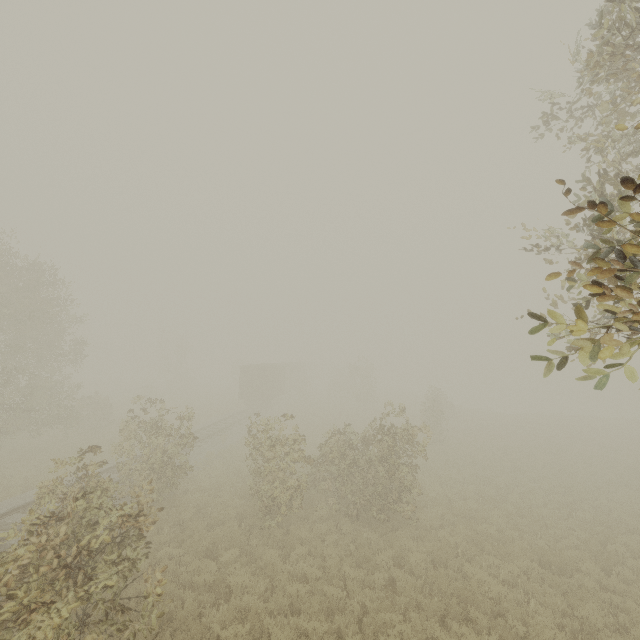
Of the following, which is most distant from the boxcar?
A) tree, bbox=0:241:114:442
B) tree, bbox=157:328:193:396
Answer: tree, bbox=157:328:193:396

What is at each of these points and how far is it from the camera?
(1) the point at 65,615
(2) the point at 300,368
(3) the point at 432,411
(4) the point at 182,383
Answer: (1) tree, 5.0m
(2) boxcar, 53.5m
(3) tree, 24.7m
(4) tree, 47.8m

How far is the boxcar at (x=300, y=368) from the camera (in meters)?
34.72

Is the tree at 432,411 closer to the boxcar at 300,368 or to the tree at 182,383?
the boxcar at 300,368

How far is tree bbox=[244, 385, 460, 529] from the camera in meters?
11.9

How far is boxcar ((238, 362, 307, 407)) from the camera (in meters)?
34.72

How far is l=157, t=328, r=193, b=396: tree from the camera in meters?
48.2

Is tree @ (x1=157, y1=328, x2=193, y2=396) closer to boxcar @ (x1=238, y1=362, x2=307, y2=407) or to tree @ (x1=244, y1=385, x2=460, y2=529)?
tree @ (x1=244, y1=385, x2=460, y2=529)
